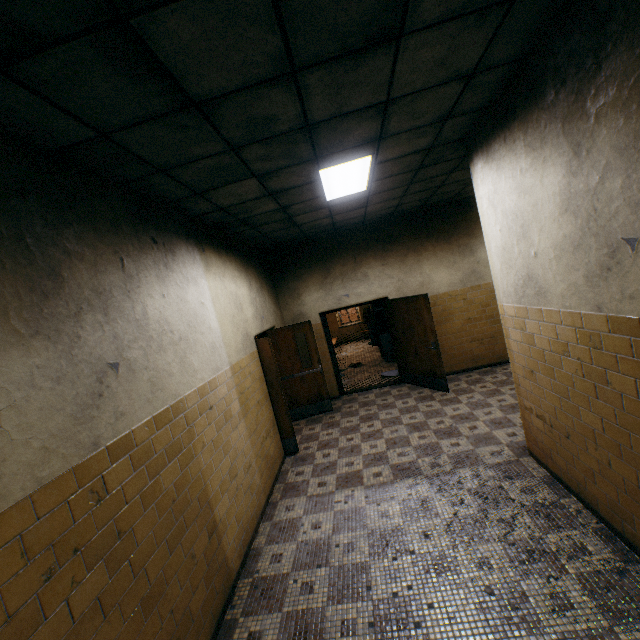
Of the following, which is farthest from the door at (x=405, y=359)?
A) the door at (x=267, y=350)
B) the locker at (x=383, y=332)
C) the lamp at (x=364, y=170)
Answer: the lamp at (x=364, y=170)

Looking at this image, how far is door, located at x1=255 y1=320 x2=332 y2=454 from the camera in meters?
5.6

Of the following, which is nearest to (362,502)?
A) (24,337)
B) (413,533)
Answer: (413,533)

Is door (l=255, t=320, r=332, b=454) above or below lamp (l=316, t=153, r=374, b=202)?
below

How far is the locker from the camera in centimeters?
1022cm

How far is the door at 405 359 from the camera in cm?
665

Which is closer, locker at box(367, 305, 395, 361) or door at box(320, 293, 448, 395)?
door at box(320, 293, 448, 395)

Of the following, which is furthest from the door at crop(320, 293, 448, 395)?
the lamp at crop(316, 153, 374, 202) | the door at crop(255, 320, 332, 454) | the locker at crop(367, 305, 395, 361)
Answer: the lamp at crop(316, 153, 374, 202)
